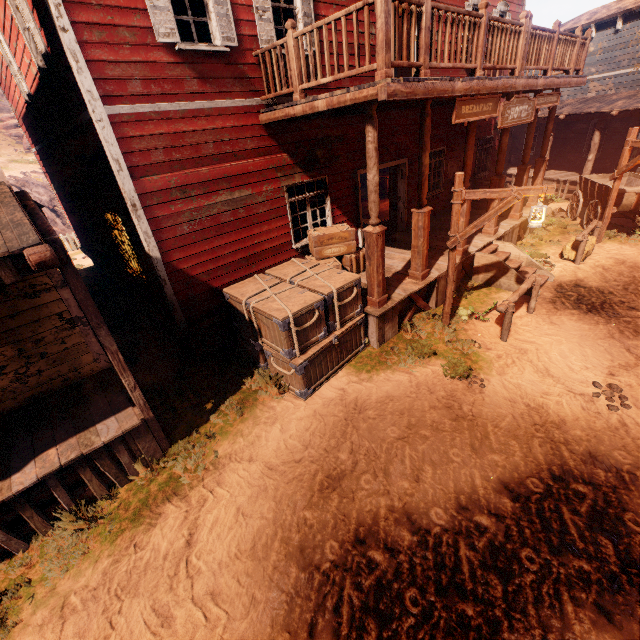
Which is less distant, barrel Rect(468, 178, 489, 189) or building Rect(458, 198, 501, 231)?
building Rect(458, 198, 501, 231)

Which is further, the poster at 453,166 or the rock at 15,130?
the rock at 15,130

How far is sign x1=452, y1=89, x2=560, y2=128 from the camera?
5.96m

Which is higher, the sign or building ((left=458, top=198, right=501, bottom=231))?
the sign

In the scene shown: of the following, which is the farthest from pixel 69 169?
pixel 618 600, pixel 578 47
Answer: pixel 578 47

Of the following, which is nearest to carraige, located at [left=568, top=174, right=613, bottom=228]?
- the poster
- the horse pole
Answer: the poster

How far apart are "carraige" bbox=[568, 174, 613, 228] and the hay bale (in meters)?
1.43

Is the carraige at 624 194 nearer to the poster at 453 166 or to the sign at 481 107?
the sign at 481 107
